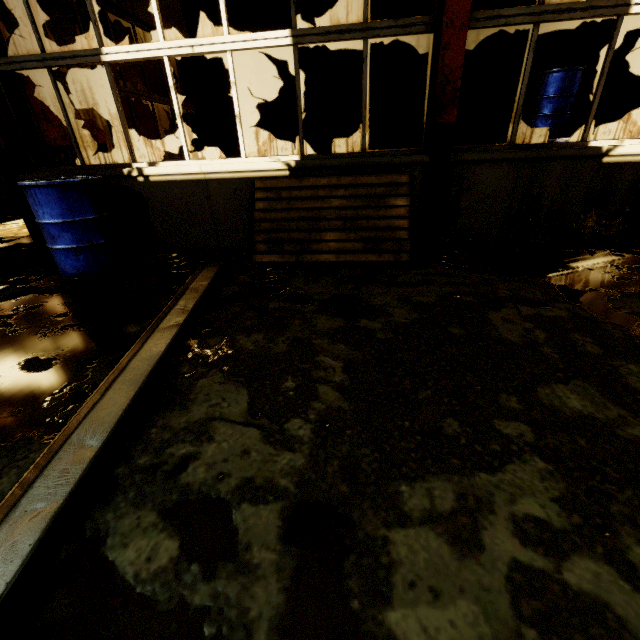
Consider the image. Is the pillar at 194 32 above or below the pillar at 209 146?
above

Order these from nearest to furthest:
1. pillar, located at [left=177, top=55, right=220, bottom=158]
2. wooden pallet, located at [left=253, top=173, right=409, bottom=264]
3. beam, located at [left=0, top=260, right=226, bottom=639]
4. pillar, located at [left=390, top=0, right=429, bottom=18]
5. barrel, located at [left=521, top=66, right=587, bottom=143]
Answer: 1. beam, located at [left=0, top=260, right=226, bottom=639]
2. wooden pallet, located at [left=253, top=173, right=409, bottom=264]
3. barrel, located at [left=521, top=66, right=587, bottom=143]
4. pillar, located at [left=390, top=0, right=429, bottom=18]
5. pillar, located at [left=177, top=55, right=220, bottom=158]

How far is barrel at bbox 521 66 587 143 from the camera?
5.7m

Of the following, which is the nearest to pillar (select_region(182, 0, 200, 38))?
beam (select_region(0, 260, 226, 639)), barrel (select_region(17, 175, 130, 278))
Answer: barrel (select_region(17, 175, 130, 278))

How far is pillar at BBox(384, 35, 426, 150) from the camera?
6.6 meters

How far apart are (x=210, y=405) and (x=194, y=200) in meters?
3.0

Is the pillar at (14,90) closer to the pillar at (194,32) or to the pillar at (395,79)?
the pillar at (194,32)

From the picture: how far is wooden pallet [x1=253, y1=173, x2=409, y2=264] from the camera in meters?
3.3 m
